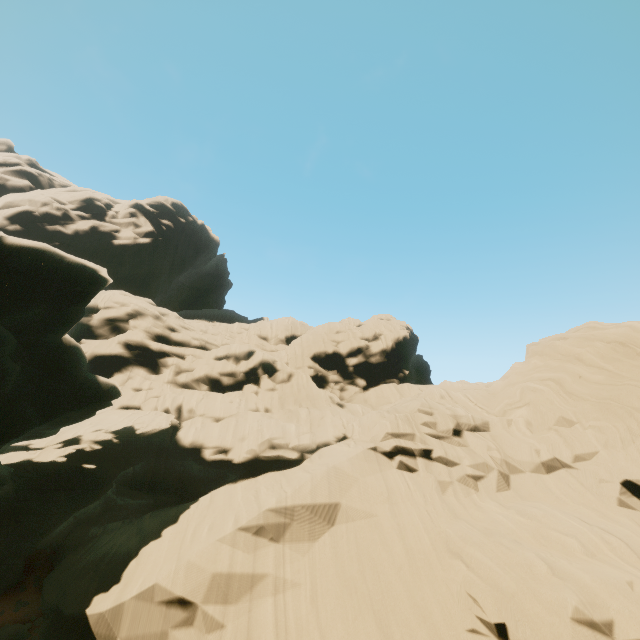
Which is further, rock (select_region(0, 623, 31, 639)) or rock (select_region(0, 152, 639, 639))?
rock (select_region(0, 623, 31, 639))

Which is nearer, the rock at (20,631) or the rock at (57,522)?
the rock at (57,522)

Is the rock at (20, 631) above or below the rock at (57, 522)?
below

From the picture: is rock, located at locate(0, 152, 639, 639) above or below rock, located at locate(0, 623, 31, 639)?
above

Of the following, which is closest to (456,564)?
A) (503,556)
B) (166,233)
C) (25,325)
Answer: (503,556)
